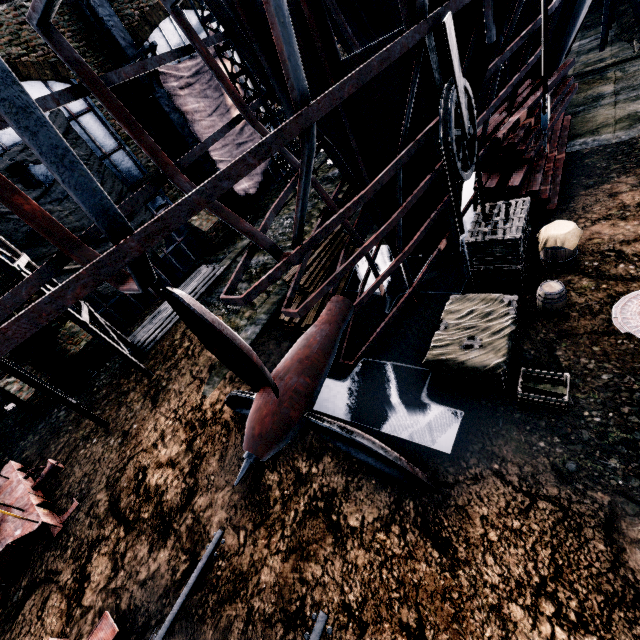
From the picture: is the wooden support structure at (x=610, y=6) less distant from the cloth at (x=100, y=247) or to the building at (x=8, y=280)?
the building at (x=8, y=280)

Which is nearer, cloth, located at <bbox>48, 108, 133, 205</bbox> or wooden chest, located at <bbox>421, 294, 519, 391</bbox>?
wooden chest, located at <bbox>421, 294, 519, 391</bbox>

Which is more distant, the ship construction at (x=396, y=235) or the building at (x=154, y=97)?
the building at (x=154, y=97)

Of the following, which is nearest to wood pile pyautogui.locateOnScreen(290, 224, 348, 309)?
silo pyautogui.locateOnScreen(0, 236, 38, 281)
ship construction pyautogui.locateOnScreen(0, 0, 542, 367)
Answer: ship construction pyautogui.locateOnScreen(0, 0, 542, 367)

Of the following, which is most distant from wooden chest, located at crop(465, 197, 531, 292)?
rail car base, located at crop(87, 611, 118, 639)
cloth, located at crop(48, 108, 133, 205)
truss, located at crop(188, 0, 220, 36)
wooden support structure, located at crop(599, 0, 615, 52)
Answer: wooden support structure, located at crop(599, 0, 615, 52)

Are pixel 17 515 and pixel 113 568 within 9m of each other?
yes

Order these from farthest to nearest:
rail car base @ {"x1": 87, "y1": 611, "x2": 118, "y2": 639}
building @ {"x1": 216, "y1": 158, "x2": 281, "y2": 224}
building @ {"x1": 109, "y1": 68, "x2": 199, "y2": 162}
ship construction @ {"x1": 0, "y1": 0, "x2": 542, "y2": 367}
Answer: building @ {"x1": 216, "y1": 158, "x2": 281, "y2": 224}, building @ {"x1": 109, "y1": 68, "x2": 199, "y2": 162}, rail car base @ {"x1": 87, "y1": 611, "x2": 118, "y2": 639}, ship construction @ {"x1": 0, "y1": 0, "x2": 542, "y2": 367}

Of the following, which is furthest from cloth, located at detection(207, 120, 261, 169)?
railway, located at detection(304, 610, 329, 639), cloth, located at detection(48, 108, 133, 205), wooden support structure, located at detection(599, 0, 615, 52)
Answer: wooden support structure, located at detection(599, 0, 615, 52)
